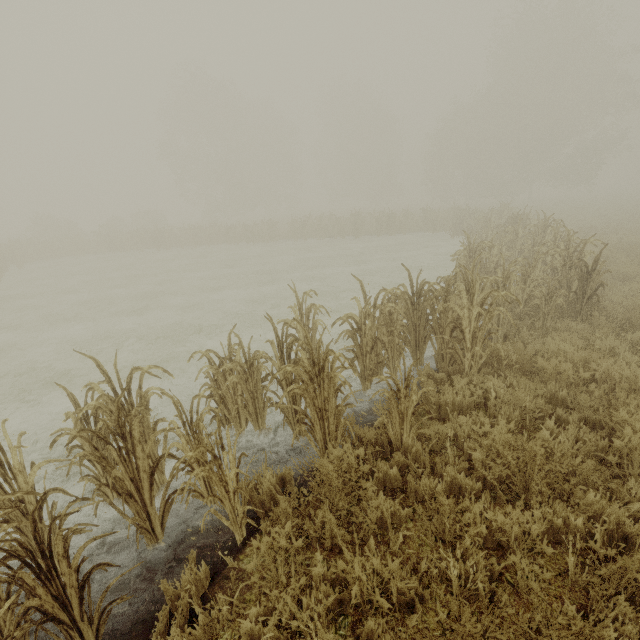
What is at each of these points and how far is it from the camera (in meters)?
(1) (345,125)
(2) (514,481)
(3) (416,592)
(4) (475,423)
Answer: (1) tree, 47.38
(2) tree, 3.38
(3) tree, 2.65
(4) tree, 4.37

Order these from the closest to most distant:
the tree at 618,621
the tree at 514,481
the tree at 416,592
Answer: the tree at 618,621 < the tree at 416,592 < the tree at 514,481

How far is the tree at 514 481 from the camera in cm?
331

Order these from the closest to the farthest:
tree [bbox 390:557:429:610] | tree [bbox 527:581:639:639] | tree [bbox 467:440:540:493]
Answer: tree [bbox 527:581:639:639]
tree [bbox 390:557:429:610]
tree [bbox 467:440:540:493]

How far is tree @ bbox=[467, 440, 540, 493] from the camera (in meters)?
3.31

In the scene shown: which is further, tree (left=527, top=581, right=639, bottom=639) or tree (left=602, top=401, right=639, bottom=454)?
tree (left=602, top=401, right=639, bottom=454)
